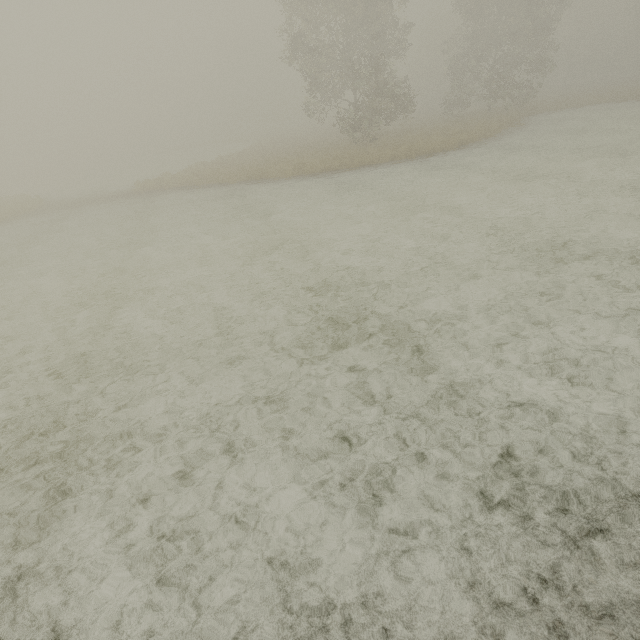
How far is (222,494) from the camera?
3.73m
